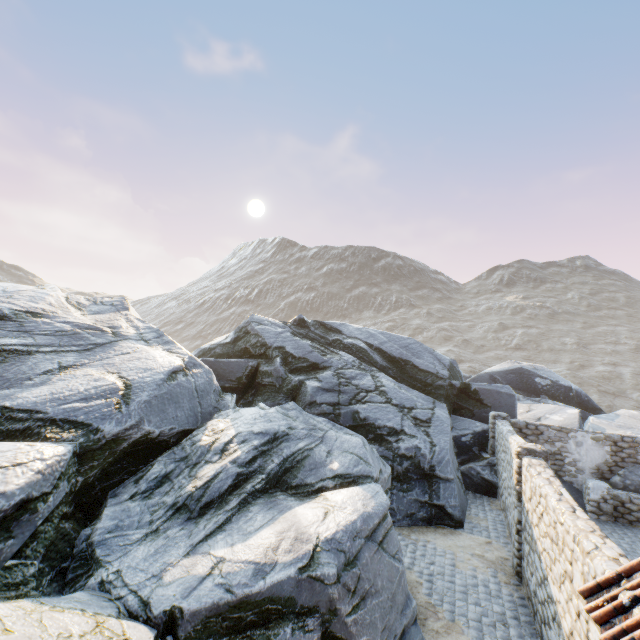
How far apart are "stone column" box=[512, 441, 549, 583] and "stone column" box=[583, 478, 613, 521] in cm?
550

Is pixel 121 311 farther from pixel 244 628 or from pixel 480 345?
pixel 480 345

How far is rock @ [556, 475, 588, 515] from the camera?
12.1 meters

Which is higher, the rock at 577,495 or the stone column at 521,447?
the stone column at 521,447

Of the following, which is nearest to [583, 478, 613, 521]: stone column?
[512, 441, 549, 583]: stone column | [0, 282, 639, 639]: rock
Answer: [0, 282, 639, 639]: rock

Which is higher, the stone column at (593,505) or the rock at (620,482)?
the rock at (620,482)

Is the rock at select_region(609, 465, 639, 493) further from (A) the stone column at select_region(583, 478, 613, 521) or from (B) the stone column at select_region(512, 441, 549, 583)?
(B) the stone column at select_region(512, 441, 549, 583)
